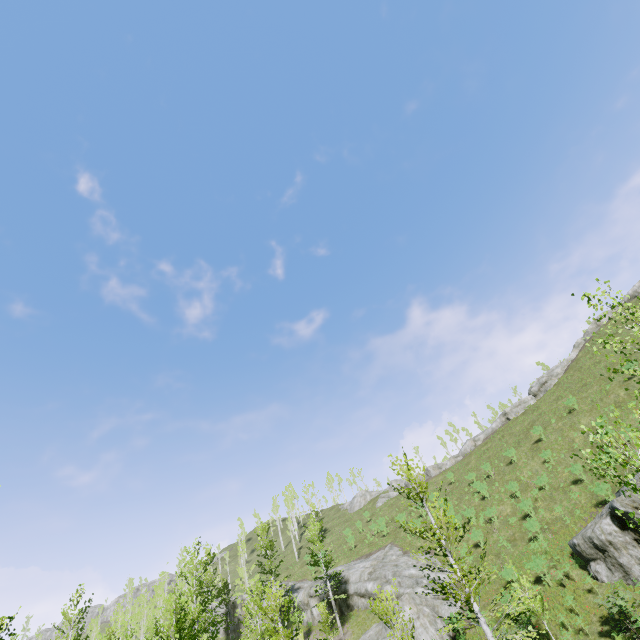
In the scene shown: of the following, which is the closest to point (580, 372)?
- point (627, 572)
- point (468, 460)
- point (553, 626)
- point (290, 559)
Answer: point (468, 460)

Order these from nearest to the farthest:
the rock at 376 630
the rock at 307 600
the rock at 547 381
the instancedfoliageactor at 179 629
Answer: the instancedfoliageactor at 179 629 → the rock at 376 630 → the rock at 307 600 → the rock at 547 381

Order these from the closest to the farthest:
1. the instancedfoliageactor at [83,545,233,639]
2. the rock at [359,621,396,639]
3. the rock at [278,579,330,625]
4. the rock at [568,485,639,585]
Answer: the instancedfoliageactor at [83,545,233,639], the rock at [568,485,639,585], the rock at [359,621,396,639], the rock at [278,579,330,625]

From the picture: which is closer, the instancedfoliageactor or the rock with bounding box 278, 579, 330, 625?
the instancedfoliageactor

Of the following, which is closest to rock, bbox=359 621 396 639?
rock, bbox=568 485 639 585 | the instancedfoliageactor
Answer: the instancedfoliageactor

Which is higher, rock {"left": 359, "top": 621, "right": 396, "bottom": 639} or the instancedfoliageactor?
the instancedfoliageactor

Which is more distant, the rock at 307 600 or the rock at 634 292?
the rock at 634 292

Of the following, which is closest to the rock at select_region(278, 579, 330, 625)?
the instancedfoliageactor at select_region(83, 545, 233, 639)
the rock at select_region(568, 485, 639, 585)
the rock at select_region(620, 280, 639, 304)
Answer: the instancedfoliageactor at select_region(83, 545, 233, 639)
